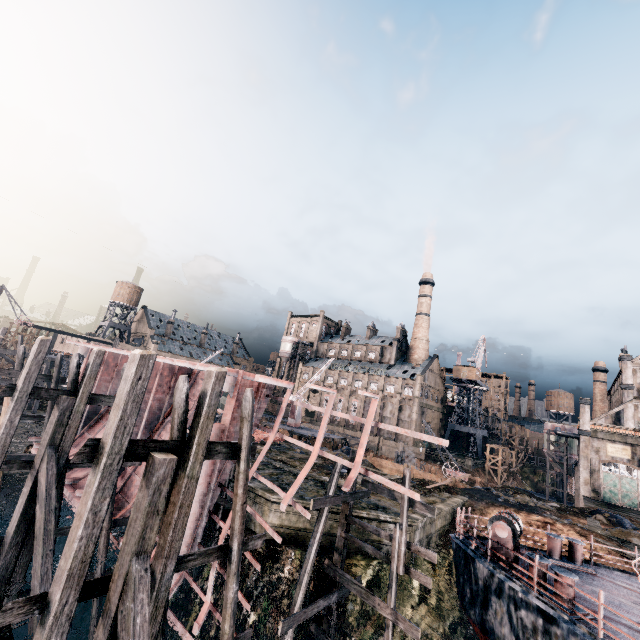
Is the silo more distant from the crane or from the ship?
the ship

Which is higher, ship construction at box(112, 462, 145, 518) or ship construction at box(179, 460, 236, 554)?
ship construction at box(179, 460, 236, 554)

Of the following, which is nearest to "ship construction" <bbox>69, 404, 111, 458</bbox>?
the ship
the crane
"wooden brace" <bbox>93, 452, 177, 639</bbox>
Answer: "wooden brace" <bbox>93, 452, 177, 639</bbox>

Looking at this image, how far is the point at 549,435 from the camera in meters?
55.1 m

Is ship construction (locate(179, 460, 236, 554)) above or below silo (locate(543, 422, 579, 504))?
below

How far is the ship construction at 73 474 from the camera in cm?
1872

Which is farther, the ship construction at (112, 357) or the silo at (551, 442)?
the silo at (551, 442)

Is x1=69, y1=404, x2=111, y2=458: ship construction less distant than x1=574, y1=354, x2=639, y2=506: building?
Yes
